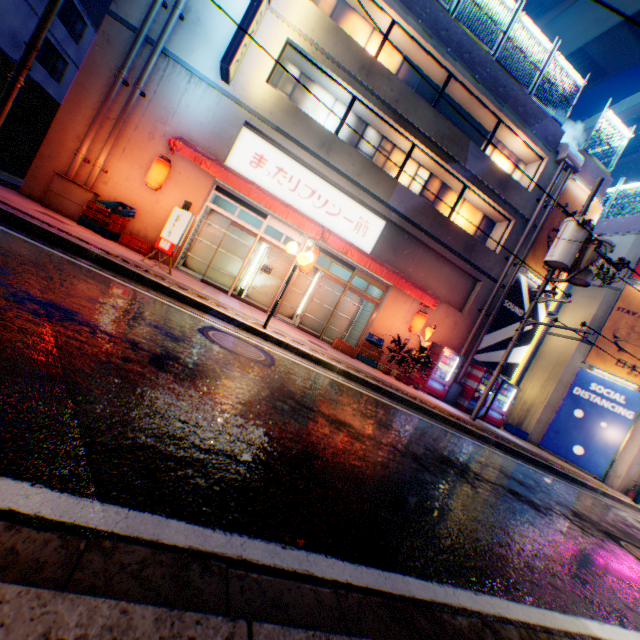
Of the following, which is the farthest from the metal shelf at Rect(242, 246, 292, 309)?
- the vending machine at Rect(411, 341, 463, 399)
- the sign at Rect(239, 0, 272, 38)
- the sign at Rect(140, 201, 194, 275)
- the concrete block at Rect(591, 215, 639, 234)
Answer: the concrete block at Rect(591, 215, 639, 234)

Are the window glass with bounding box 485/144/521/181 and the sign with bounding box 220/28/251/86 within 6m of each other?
no

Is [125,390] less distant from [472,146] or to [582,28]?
[472,146]

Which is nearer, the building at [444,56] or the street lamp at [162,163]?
the street lamp at [162,163]

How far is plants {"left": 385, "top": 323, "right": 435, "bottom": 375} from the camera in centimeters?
1187cm

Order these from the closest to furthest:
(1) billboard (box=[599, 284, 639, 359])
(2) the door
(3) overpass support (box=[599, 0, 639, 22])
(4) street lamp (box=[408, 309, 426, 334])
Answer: (2) the door
(4) street lamp (box=[408, 309, 426, 334])
(1) billboard (box=[599, 284, 639, 359])
(3) overpass support (box=[599, 0, 639, 22])

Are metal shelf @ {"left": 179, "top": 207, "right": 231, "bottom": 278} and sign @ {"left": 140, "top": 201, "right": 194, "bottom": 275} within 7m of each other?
yes

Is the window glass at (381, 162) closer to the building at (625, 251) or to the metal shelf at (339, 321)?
the metal shelf at (339, 321)
